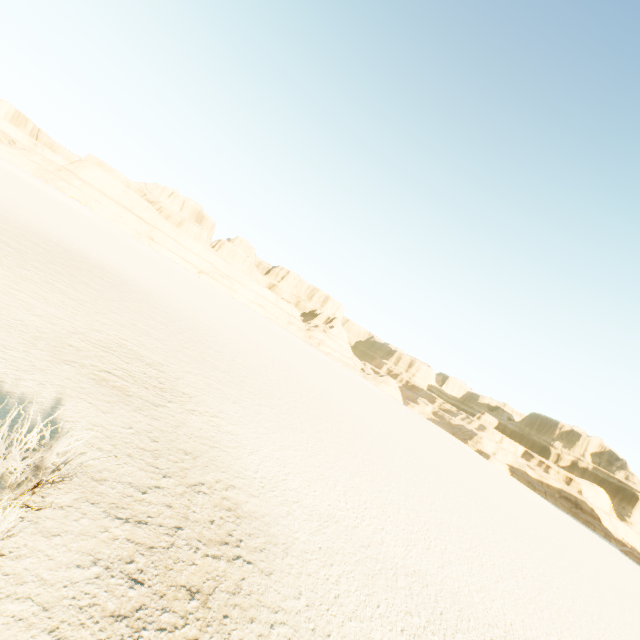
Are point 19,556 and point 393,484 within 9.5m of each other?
no
